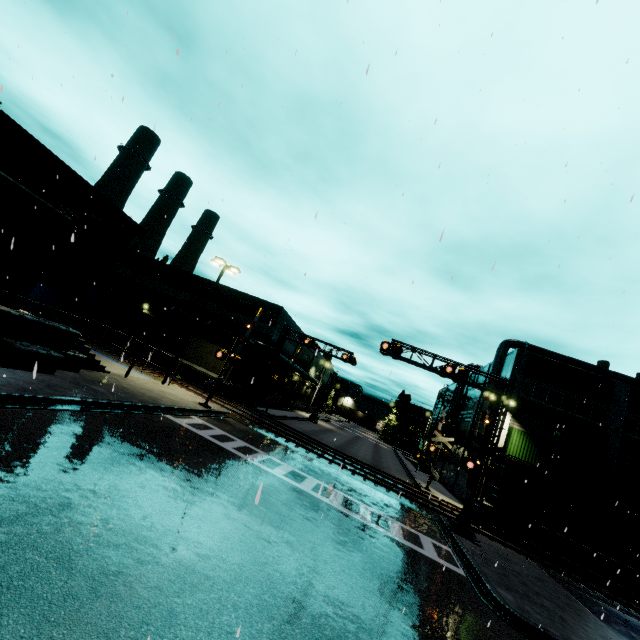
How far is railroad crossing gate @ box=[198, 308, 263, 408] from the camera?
21.34m

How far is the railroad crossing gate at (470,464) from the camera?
16.8 meters

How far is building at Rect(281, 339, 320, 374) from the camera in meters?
42.1 m

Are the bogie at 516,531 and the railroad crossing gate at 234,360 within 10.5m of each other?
no

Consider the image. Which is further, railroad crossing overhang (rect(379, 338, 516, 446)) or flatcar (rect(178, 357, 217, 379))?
flatcar (rect(178, 357, 217, 379))

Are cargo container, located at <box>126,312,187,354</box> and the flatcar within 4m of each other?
yes

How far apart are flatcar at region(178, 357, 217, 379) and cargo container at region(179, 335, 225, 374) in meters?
0.0 m

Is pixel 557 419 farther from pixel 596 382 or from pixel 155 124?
pixel 155 124
